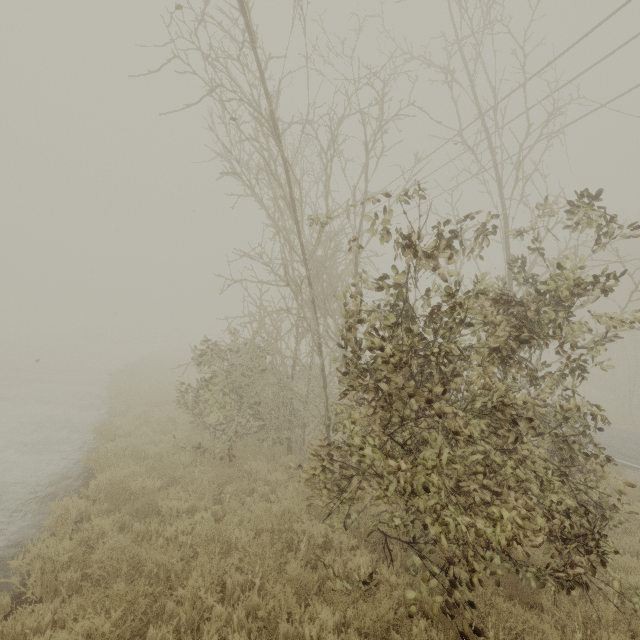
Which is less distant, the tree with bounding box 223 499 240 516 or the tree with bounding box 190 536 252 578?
the tree with bounding box 190 536 252 578

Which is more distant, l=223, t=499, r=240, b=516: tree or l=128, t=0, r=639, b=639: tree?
l=223, t=499, r=240, b=516: tree

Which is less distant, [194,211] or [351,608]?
[351,608]

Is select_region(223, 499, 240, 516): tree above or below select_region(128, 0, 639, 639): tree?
below

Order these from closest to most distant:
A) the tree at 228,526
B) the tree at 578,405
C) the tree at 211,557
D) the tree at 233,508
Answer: the tree at 578,405 < the tree at 211,557 < the tree at 228,526 < the tree at 233,508

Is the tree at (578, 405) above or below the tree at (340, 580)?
above
